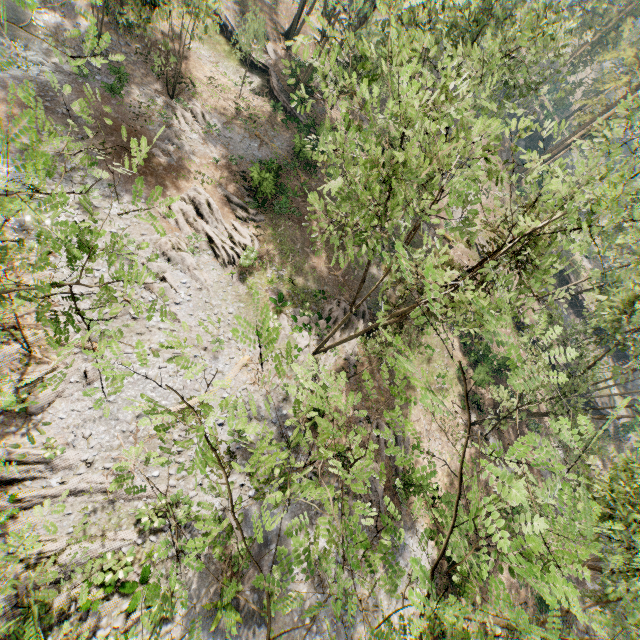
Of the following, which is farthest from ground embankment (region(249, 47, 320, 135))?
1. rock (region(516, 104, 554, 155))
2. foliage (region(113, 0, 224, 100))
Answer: rock (region(516, 104, 554, 155))

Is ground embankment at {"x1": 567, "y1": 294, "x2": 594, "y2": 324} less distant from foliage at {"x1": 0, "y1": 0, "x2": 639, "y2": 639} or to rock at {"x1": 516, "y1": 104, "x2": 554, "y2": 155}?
foliage at {"x1": 0, "y1": 0, "x2": 639, "y2": 639}

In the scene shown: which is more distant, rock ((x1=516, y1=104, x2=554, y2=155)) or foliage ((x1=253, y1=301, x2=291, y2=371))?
rock ((x1=516, y1=104, x2=554, y2=155))

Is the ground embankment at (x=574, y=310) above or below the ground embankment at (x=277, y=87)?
above

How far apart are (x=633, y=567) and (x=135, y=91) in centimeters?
3489cm

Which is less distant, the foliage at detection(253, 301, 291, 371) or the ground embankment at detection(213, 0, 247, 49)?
the foliage at detection(253, 301, 291, 371)

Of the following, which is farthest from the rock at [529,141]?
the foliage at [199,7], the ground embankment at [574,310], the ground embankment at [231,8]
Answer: the ground embankment at [231,8]

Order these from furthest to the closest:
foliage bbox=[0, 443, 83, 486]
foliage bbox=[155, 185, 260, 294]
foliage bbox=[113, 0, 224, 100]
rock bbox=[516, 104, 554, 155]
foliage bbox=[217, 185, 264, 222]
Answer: rock bbox=[516, 104, 554, 155], foliage bbox=[217, 185, 264, 222], foliage bbox=[155, 185, 260, 294], foliage bbox=[113, 0, 224, 100], foliage bbox=[0, 443, 83, 486]
